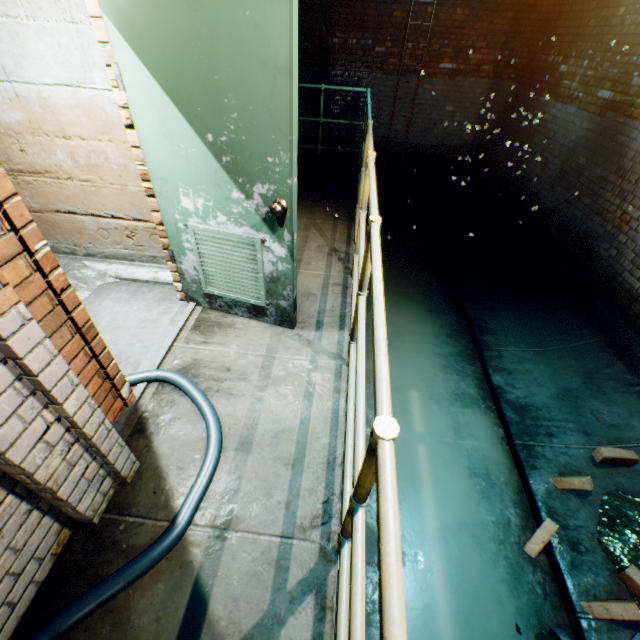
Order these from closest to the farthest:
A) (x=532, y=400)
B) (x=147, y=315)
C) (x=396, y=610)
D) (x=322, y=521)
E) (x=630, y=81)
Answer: (x=396, y=610), (x=322, y=521), (x=147, y=315), (x=532, y=400), (x=630, y=81)

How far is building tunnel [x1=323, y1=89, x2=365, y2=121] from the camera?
7.4m

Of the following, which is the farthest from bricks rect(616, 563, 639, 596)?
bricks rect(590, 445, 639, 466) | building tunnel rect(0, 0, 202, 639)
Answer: bricks rect(590, 445, 639, 466)

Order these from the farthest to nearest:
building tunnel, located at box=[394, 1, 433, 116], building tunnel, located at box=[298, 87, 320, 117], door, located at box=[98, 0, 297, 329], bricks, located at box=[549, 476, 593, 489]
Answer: building tunnel, located at box=[298, 87, 320, 117], building tunnel, located at box=[394, 1, 433, 116], bricks, located at box=[549, 476, 593, 489], door, located at box=[98, 0, 297, 329]

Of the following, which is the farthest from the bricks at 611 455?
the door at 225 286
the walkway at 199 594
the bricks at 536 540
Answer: the door at 225 286

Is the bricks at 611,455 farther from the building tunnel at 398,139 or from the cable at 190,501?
the cable at 190,501

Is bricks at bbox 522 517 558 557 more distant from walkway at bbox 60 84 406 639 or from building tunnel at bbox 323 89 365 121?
walkway at bbox 60 84 406 639
